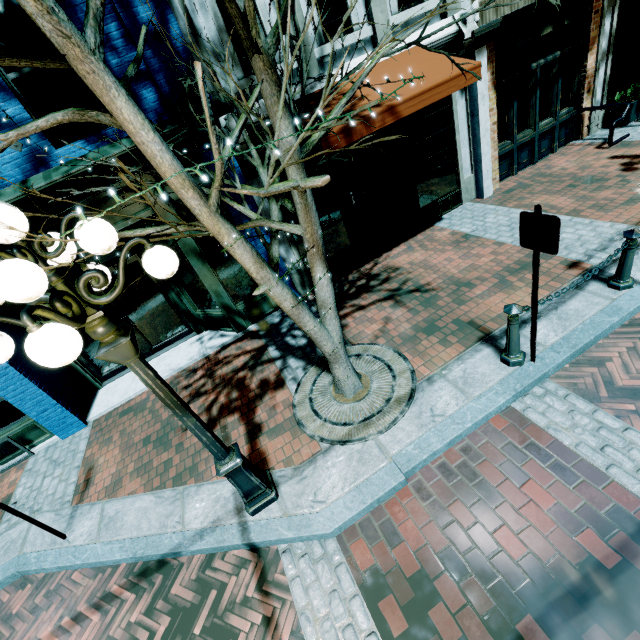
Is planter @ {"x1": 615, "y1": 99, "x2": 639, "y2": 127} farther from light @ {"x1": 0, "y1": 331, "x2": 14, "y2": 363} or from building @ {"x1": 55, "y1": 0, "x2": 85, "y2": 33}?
light @ {"x1": 0, "y1": 331, "x2": 14, "y2": 363}

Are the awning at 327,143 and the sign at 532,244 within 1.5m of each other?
no

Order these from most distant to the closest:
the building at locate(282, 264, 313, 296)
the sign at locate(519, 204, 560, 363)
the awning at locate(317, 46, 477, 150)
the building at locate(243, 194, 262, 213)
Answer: the building at locate(282, 264, 313, 296)
the building at locate(243, 194, 262, 213)
the awning at locate(317, 46, 477, 150)
the sign at locate(519, 204, 560, 363)

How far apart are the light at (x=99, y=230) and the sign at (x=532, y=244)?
3.2 meters

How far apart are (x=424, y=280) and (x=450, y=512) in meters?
4.2

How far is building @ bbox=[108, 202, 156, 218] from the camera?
5.3 meters
